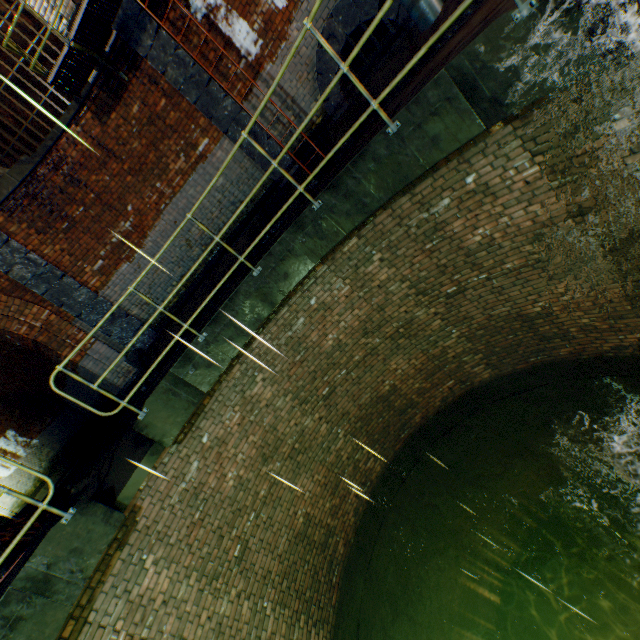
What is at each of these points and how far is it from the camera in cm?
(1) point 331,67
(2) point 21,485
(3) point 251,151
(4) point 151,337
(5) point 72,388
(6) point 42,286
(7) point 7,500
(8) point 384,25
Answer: (1) sewerage pipe, 611
(2) building tunnel, 1669
(3) support column, 727
(4) support column, 794
(5) building tunnel, 1283
(6) support column, 706
(7) building tunnel, 1622
(8) sewerage pipe, 557

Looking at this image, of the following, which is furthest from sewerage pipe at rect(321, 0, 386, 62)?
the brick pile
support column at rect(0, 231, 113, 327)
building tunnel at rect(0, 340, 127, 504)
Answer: the brick pile

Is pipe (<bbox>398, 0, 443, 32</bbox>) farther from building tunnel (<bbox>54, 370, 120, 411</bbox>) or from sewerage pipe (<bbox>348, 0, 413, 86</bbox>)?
building tunnel (<bbox>54, 370, 120, 411</bbox>)

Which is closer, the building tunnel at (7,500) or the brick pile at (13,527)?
the brick pile at (13,527)

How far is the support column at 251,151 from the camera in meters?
7.2

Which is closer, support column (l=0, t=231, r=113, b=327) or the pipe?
the pipe

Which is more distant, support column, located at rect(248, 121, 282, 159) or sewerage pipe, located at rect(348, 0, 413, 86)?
support column, located at rect(248, 121, 282, 159)

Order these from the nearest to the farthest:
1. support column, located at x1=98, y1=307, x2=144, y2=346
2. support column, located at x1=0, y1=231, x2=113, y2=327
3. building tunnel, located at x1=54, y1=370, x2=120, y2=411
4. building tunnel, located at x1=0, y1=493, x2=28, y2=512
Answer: support column, located at x1=0, y1=231, x2=113, y2=327, support column, located at x1=98, y1=307, x2=144, y2=346, building tunnel, located at x1=54, y1=370, x2=120, y2=411, building tunnel, located at x1=0, y1=493, x2=28, y2=512
